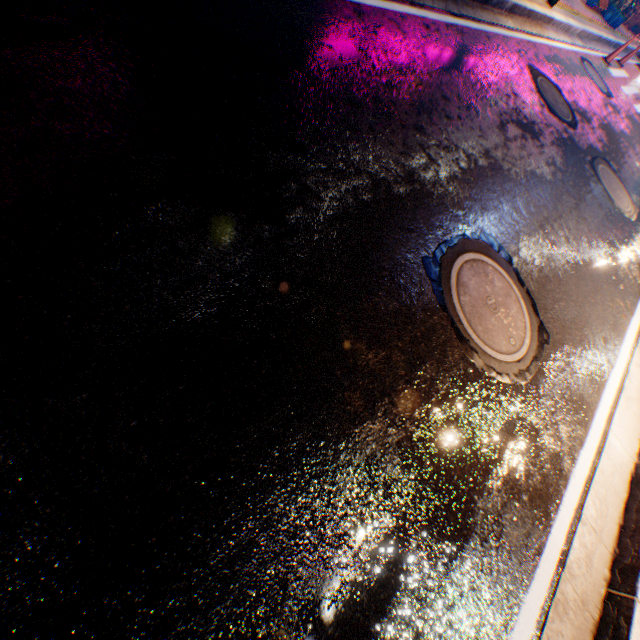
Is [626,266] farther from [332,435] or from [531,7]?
[531,7]
